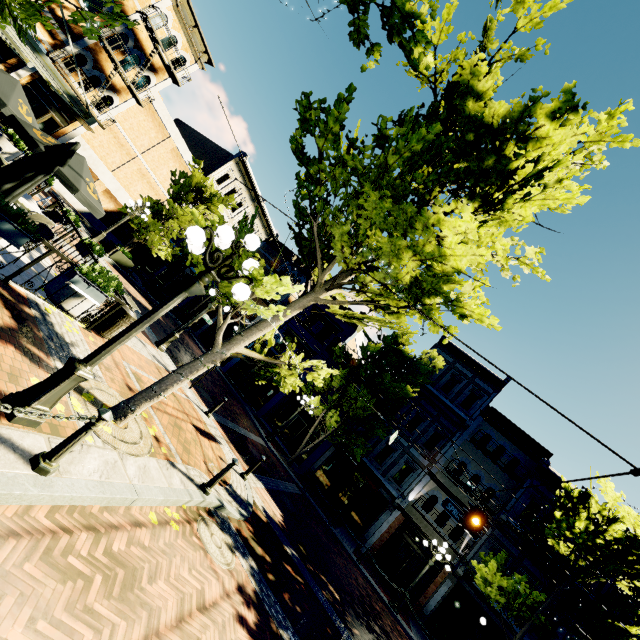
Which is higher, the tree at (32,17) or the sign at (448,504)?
the sign at (448,504)

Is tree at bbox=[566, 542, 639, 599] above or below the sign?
above

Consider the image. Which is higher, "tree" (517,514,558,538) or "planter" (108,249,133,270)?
"tree" (517,514,558,538)

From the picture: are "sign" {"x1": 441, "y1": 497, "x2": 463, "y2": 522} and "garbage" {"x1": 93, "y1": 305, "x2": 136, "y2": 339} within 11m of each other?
no

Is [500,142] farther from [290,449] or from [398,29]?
[290,449]

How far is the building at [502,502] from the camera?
18.2 meters

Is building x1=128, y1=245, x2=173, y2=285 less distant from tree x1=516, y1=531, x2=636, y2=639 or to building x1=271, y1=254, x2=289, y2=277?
building x1=271, y1=254, x2=289, y2=277

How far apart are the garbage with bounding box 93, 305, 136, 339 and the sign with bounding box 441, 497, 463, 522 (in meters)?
13.88
